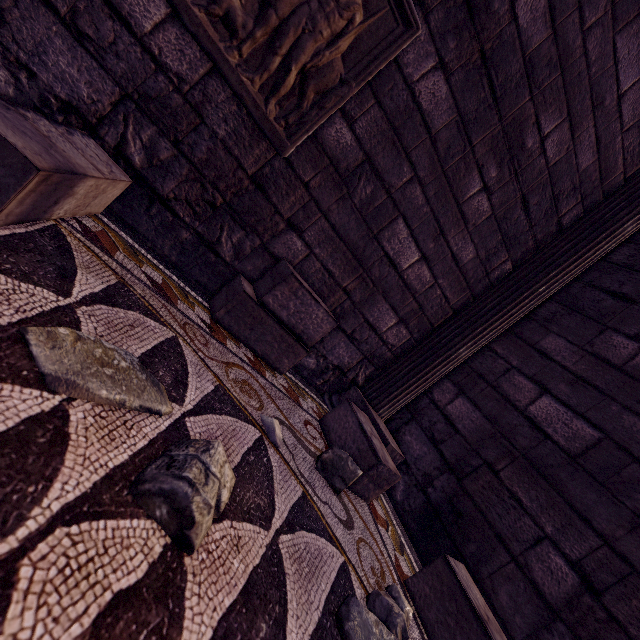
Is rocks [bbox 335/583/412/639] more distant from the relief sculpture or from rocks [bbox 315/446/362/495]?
the relief sculpture

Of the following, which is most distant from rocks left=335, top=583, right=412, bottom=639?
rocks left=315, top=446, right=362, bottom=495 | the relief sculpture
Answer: the relief sculpture

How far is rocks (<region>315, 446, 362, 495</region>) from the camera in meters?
1.7

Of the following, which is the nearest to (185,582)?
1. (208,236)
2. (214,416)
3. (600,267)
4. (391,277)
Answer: (214,416)

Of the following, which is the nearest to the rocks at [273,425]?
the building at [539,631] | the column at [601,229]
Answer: the building at [539,631]

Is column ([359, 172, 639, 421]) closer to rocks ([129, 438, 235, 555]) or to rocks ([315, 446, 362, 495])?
rocks ([315, 446, 362, 495])

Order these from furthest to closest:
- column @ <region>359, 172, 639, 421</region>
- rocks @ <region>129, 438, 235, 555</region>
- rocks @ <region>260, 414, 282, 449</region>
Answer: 1. column @ <region>359, 172, 639, 421</region>
2. rocks @ <region>260, 414, 282, 449</region>
3. rocks @ <region>129, 438, 235, 555</region>

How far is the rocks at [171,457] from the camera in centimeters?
76cm
